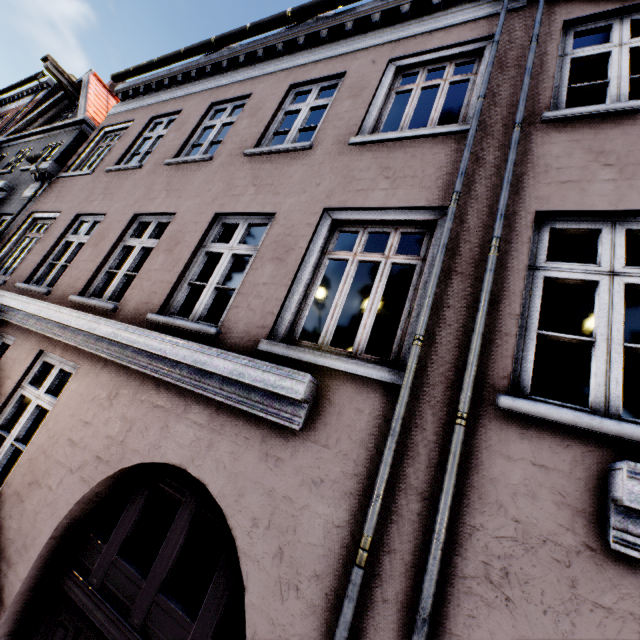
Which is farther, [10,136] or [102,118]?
[10,136]
